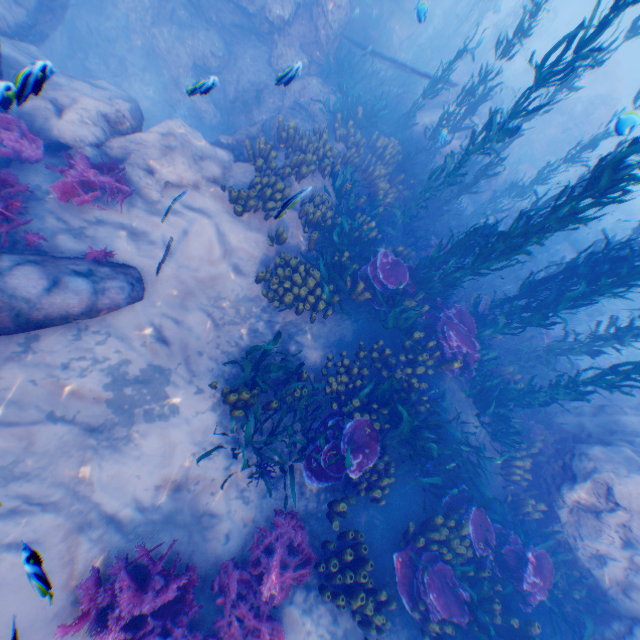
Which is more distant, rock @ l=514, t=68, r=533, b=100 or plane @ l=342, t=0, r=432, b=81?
rock @ l=514, t=68, r=533, b=100

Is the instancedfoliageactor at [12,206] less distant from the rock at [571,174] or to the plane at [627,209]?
the rock at [571,174]

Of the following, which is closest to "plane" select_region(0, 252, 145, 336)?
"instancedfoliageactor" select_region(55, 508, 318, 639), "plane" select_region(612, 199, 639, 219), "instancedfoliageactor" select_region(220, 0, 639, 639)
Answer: "instancedfoliageactor" select_region(220, 0, 639, 639)

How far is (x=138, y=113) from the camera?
7.8 meters

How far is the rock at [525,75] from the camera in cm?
2348

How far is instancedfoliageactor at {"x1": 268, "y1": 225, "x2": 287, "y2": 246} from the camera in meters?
7.5

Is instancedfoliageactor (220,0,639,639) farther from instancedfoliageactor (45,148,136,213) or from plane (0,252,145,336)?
instancedfoliageactor (45,148,136,213)

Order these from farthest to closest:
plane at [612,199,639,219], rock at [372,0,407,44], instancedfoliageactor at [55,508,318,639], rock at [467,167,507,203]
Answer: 1. plane at [612,199,639,219]
2. rock at [372,0,407,44]
3. rock at [467,167,507,203]
4. instancedfoliageactor at [55,508,318,639]
